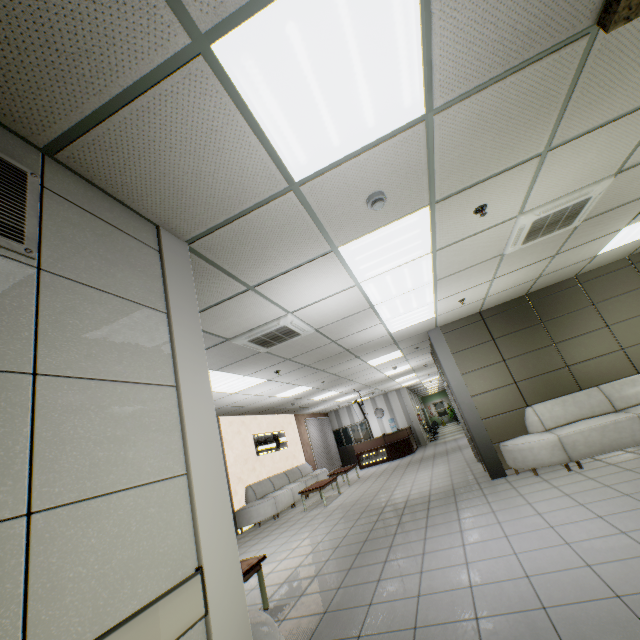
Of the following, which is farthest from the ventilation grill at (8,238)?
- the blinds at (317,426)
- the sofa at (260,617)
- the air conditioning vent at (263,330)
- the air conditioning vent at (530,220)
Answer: the blinds at (317,426)

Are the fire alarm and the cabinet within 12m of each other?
no

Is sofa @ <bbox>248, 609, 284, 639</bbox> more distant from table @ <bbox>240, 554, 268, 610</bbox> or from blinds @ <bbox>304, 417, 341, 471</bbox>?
blinds @ <bbox>304, 417, 341, 471</bbox>

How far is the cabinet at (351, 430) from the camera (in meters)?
18.36

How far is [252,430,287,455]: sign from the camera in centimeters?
1142cm

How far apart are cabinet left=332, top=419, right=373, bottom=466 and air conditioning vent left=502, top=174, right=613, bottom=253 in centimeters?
1555cm

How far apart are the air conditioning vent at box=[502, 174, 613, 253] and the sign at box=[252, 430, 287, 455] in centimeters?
987cm

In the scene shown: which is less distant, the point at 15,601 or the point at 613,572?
the point at 15,601
